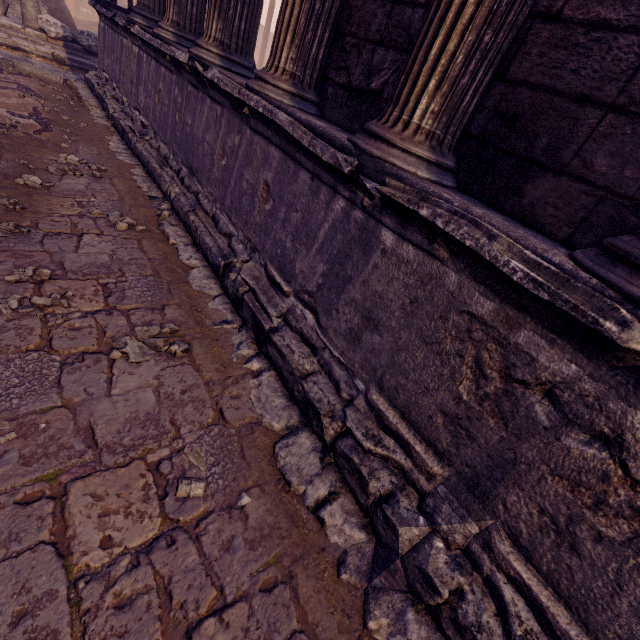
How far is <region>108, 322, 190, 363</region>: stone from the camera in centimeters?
198cm

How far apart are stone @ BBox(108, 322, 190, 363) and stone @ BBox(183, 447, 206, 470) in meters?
0.6 m

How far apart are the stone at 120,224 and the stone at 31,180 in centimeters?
45cm

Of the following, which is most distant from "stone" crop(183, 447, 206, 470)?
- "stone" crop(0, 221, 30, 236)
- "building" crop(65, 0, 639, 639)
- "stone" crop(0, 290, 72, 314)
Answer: "stone" crop(0, 221, 30, 236)

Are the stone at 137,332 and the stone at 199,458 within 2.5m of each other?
yes

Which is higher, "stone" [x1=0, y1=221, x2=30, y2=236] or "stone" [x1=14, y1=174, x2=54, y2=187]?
"stone" [x1=0, y1=221, x2=30, y2=236]

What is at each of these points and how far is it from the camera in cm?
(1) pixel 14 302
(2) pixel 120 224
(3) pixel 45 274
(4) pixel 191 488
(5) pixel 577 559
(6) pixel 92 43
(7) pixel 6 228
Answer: (1) stone, 194
(2) stone, 311
(3) stone, 219
(4) stone, 157
(5) building, 123
(6) building debris, 964
(7) stone, 248
